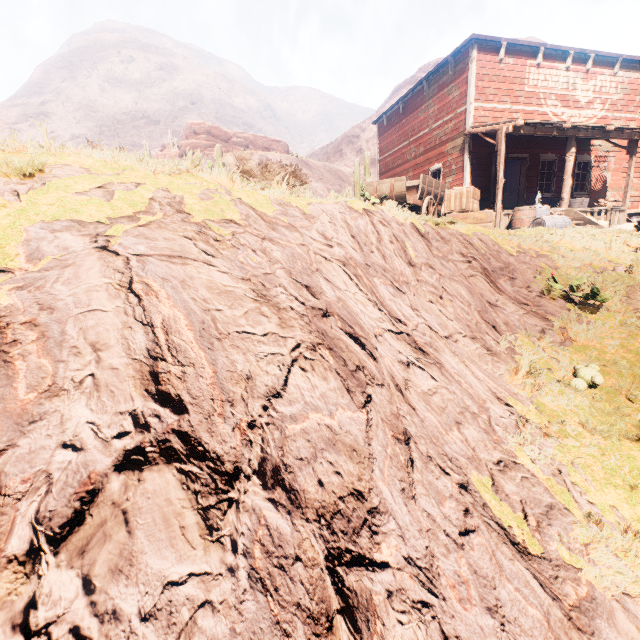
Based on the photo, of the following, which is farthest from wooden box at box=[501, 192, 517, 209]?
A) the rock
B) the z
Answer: the rock

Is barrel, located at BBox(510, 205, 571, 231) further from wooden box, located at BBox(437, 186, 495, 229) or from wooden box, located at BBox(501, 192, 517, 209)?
wooden box, located at BBox(501, 192, 517, 209)

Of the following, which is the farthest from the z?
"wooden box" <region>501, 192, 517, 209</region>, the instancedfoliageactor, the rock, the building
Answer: "wooden box" <region>501, 192, 517, 209</region>

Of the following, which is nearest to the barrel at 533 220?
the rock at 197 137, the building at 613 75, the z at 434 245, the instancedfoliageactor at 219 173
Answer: the z at 434 245

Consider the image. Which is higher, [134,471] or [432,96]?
[432,96]

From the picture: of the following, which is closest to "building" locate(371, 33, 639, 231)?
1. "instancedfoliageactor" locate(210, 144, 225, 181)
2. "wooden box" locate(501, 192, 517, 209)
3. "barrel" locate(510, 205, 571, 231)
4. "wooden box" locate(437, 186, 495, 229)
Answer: "wooden box" locate(437, 186, 495, 229)

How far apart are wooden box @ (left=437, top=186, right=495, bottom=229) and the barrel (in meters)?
1.73

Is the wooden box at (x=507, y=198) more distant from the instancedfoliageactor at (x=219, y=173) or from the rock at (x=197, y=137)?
the rock at (x=197, y=137)
